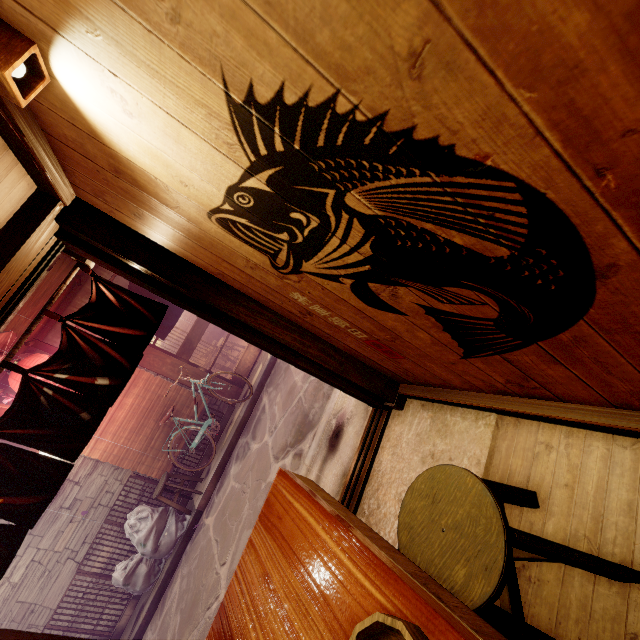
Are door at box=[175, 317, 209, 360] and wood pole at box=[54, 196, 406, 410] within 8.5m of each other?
no

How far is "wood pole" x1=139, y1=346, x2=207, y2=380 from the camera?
12.1m

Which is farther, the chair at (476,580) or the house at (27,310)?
the house at (27,310)

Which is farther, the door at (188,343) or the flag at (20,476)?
the door at (188,343)

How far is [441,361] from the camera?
3.45m

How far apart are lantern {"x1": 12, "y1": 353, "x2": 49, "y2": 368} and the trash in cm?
397

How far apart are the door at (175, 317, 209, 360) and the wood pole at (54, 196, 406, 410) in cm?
959

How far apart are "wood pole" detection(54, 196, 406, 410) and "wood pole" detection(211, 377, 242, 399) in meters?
9.5
